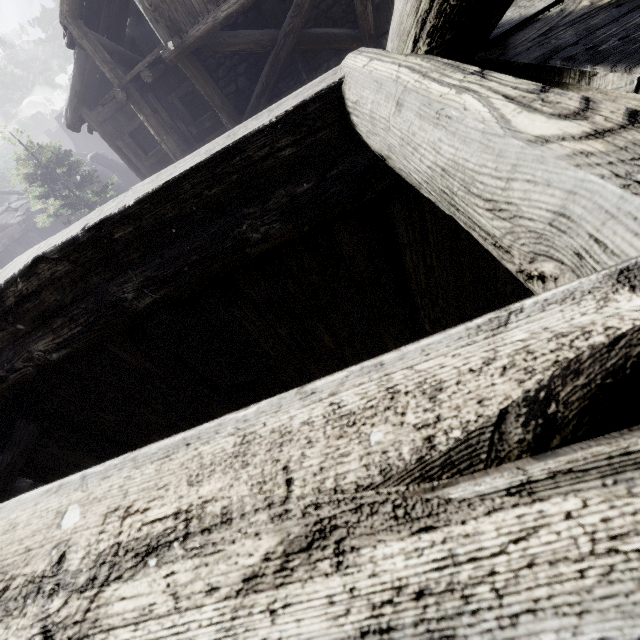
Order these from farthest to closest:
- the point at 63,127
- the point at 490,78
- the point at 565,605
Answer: the point at 63,127 < the point at 490,78 < the point at 565,605

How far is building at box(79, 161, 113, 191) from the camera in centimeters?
2866cm

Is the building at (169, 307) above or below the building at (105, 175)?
above

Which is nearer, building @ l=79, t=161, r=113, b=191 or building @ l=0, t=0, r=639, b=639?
building @ l=0, t=0, r=639, b=639

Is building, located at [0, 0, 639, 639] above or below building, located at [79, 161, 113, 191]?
above

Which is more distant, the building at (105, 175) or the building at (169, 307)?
the building at (105, 175)
